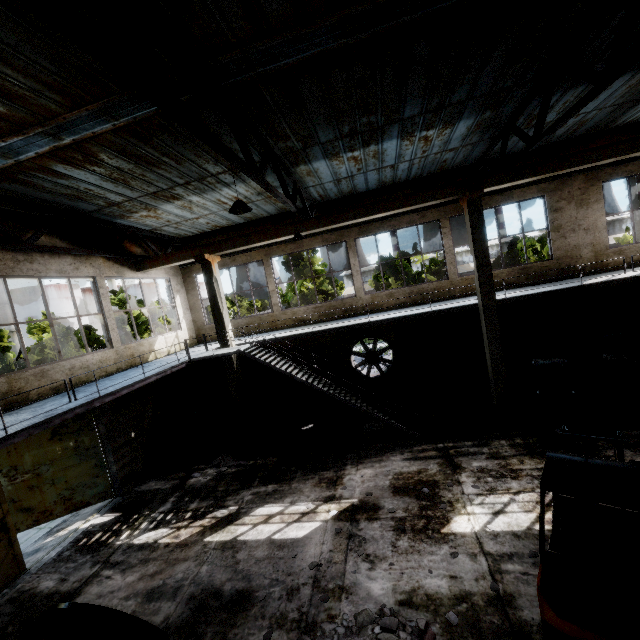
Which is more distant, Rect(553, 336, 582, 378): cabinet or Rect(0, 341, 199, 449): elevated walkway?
Rect(553, 336, 582, 378): cabinet

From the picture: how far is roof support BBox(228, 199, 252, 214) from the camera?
5.87m

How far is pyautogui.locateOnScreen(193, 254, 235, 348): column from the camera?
12.7m

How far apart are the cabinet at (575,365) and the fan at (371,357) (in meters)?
6.41

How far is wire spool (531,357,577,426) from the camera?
9.16m

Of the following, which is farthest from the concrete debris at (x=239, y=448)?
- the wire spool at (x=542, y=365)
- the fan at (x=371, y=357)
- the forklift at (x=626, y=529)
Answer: the forklift at (x=626, y=529)

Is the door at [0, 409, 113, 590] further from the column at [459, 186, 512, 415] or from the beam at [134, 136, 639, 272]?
the column at [459, 186, 512, 415]

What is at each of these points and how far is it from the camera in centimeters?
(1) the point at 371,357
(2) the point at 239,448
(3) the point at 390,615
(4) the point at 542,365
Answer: (1) fan, 1490cm
(2) concrete debris, 1220cm
(3) concrete debris, 535cm
(4) wire spool, 987cm
